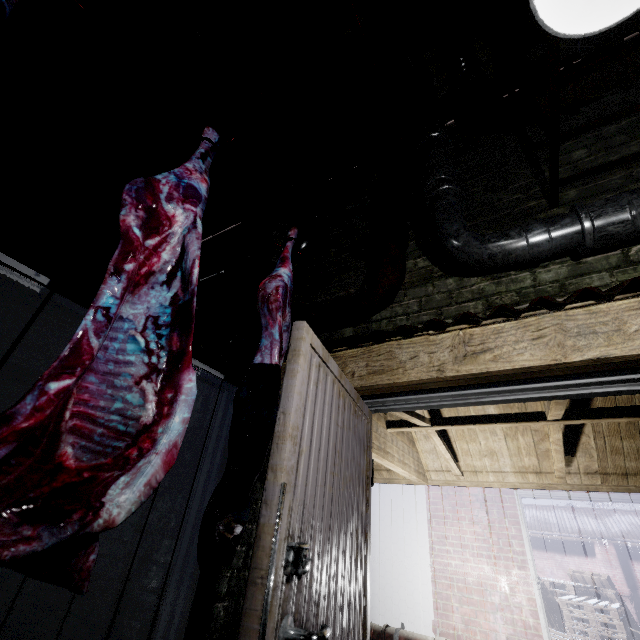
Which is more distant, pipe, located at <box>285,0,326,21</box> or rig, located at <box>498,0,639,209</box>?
pipe, located at <box>285,0,326,21</box>

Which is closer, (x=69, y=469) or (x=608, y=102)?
(x=69, y=469)

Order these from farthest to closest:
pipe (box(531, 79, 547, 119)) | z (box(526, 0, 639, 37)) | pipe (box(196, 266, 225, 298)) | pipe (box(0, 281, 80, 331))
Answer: pipe (box(0, 281, 80, 331)) < pipe (box(196, 266, 225, 298)) < pipe (box(531, 79, 547, 119)) < z (box(526, 0, 639, 37))

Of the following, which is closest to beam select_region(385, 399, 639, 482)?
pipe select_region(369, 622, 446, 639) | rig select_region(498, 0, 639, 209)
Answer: rig select_region(498, 0, 639, 209)

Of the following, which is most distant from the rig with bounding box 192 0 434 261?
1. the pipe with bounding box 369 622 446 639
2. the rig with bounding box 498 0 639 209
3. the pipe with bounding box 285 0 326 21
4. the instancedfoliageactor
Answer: the instancedfoliageactor

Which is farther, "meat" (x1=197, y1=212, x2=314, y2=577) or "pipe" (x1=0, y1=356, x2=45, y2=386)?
"pipe" (x1=0, y1=356, x2=45, y2=386)

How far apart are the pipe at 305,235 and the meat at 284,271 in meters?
0.5 m

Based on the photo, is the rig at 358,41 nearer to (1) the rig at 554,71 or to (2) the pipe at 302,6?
(2) the pipe at 302,6
